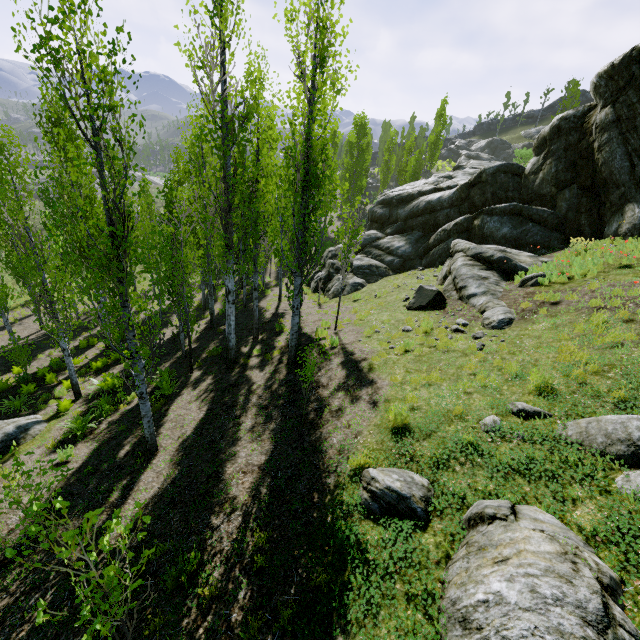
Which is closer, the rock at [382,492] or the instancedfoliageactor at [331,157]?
the rock at [382,492]

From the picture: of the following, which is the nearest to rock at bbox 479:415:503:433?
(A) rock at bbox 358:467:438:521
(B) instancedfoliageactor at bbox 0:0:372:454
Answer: (A) rock at bbox 358:467:438:521

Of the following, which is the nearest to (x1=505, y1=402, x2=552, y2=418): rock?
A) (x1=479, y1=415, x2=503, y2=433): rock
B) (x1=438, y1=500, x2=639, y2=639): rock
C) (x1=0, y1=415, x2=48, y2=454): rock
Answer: (x1=479, y1=415, x2=503, y2=433): rock

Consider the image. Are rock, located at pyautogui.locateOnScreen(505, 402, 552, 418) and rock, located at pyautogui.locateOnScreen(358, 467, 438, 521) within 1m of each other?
no

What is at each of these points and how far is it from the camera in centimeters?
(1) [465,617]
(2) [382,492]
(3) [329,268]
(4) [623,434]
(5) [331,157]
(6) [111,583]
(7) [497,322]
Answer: (1) rock, 310cm
(2) rock, 470cm
(3) rock, 2362cm
(4) rock, 439cm
(5) instancedfoliageactor, 4291cm
(6) instancedfoliageactor, 284cm
(7) rock, 945cm

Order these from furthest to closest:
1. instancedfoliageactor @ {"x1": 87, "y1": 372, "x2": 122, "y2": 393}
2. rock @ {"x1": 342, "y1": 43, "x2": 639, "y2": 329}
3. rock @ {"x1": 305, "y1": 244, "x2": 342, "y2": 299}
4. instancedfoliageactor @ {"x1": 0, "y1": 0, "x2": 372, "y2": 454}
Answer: rock @ {"x1": 305, "y1": 244, "x2": 342, "y2": 299} → rock @ {"x1": 342, "y1": 43, "x2": 639, "y2": 329} → instancedfoliageactor @ {"x1": 87, "y1": 372, "x2": 122, "y2": 393} → instancedfoliageactor @ {"x1": 0, "y1": 0, "x2": 372, "y2": 454}

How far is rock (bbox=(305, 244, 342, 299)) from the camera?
20.7m

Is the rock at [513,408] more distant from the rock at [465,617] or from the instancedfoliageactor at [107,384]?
the instancedfoliageactor at [107,384]
